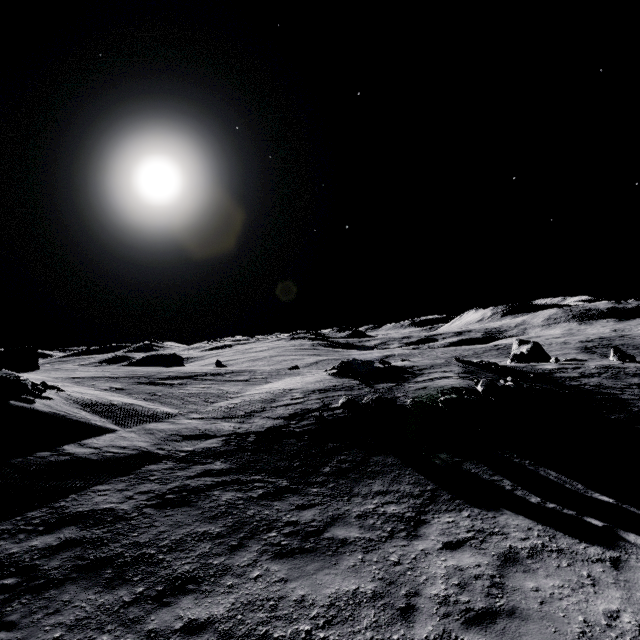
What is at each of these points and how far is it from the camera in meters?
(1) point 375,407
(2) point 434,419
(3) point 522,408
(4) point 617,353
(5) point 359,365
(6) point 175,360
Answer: (1) stone, 15.5
(2) stone, 14.2
(3) stone, 14.8
(4) stone, 28.8
(5) stone, 24.6
(6) stone, 45.7

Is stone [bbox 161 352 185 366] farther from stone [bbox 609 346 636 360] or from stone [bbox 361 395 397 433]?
stone [bbox 609 346 636 360]

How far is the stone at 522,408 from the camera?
13.3m

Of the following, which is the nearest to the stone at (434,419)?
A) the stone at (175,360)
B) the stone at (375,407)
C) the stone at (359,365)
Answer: the stone at (375,407)

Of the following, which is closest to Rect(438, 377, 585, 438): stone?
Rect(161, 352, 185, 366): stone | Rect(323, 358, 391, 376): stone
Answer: Rect(323, 358, 391, 376): stone

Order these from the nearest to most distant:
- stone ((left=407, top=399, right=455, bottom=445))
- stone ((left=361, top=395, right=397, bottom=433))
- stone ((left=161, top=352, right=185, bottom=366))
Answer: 1. stone ((left=407, top=399, right=455, bottom=445))
2. stone ((left=361, top=395, right=397, bottom=433))
3. stone ((left=161, top=352, right=185, bottom=366))

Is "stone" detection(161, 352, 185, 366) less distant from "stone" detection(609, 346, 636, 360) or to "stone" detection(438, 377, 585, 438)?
"stone" detection(438, 377, 585, 438)

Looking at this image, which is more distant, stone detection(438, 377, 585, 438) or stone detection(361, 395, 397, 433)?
stone detection(361, 395, 397, 433)
